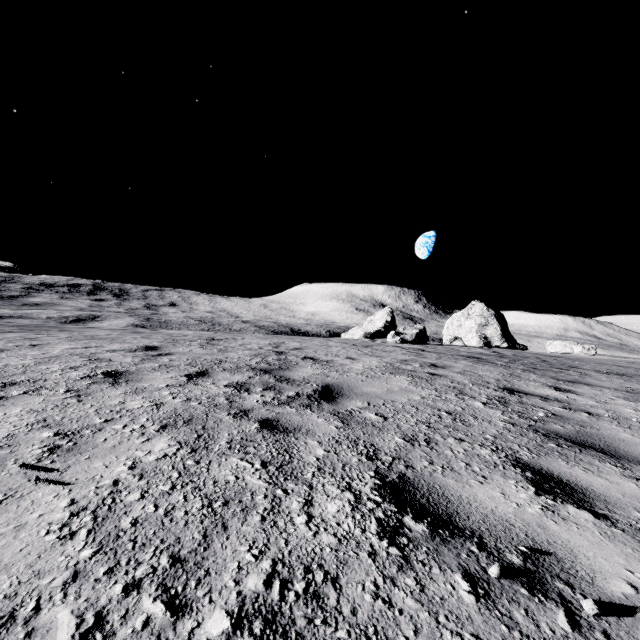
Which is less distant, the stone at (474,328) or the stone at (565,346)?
the stone at (565,346)

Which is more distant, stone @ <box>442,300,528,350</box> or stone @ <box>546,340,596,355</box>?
stone @ <box>442,300,528,350</box>

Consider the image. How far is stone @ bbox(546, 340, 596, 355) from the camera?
24.83m

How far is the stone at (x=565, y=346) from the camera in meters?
24.8 m

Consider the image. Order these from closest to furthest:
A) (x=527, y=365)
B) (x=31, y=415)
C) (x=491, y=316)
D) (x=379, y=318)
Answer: (x=31, y=415)
(x=527, y=365)
(x=491, y=316)
(x=379, y=318)

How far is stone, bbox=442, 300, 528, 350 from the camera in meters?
33.5 m
